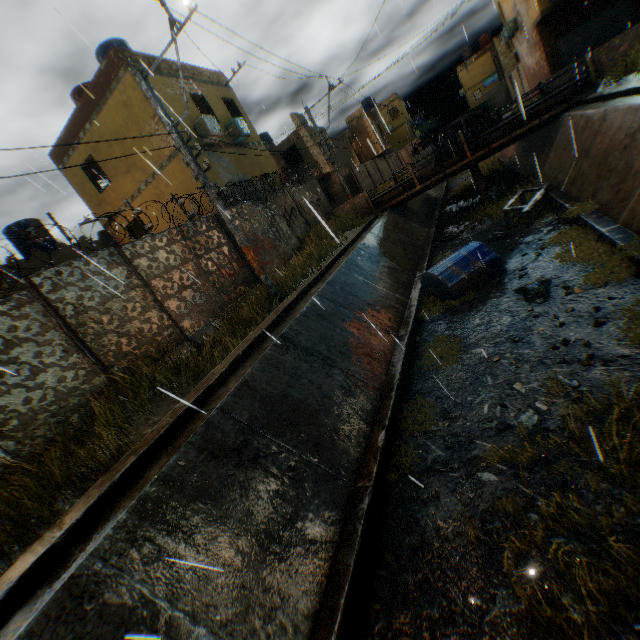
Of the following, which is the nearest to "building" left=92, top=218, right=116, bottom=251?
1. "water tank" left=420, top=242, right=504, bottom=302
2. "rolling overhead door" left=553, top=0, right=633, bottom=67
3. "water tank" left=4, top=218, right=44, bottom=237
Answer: "rolling overhead door" left=553, top=0, right=633, bottom=67

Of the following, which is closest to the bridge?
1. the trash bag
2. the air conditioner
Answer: the trash bag

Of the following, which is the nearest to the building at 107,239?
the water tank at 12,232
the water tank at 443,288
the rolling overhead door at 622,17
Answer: the rolling overhead door at 622,17

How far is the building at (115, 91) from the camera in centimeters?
1245cm

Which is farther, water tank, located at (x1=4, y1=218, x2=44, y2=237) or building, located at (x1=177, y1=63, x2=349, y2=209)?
water tank, located at (x1=4, y1=218, x2=44, y2=237)

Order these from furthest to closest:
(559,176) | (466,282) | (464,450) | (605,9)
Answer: (605,9), (559,176), (466,282), (464,450)

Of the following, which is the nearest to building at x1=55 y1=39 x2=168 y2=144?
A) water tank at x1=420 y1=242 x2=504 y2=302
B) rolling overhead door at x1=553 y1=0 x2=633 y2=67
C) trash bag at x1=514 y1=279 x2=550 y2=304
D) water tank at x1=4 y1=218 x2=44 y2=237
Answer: rolling overhead door at x1=553 y1=0 x2=633 y2=67

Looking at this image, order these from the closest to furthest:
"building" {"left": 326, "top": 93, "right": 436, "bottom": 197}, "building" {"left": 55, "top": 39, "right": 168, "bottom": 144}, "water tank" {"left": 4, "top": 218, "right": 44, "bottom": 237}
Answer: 1. "building" {"left": 55, "top": 39, "right": 168, "bottom": 144}
2. "water tank" {"left": 4, "top": 218, "right": 44, "bottom": 237}
3. "building" {"left": 326, "top": 93, "right": 436, "bottom": 197}
